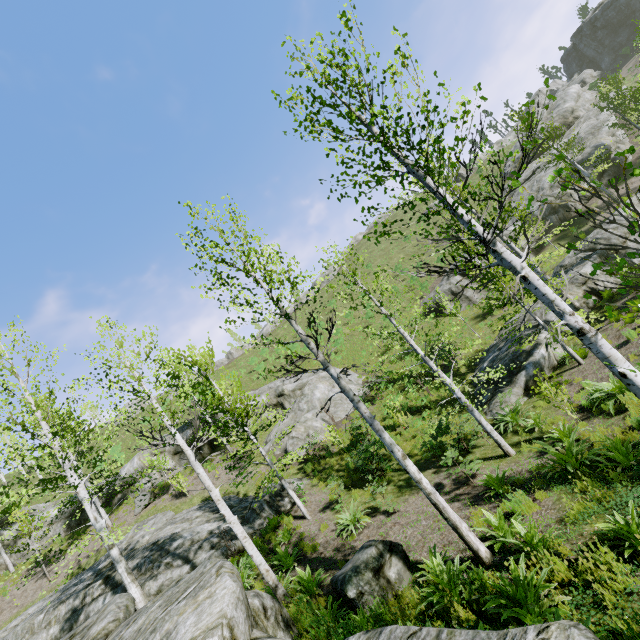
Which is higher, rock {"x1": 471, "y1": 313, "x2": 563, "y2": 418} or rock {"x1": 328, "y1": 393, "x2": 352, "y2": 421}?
rock {"x1": 328, "y1": 393, "x2": 352, "y2": 421}

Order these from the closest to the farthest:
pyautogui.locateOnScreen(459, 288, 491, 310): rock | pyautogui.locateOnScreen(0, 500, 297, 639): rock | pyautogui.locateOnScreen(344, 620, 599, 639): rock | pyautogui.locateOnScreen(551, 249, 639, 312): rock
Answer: pyautogui.locateOnScreen(344, 620, 599, 639): rock, pyautogui.locateOnScreen(0, 500, 297, 639): rock, pyautogui.locateOnScreen(551, 249, 639, 312): rock, pyautogui.locateOnScreen(459, 288, 491, 310): rock

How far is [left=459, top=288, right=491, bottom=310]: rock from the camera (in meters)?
27.03

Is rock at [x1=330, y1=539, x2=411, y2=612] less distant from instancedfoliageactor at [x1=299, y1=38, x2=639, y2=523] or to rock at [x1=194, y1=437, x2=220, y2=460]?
instancedfoliageactor at [x1=299, y1=38, x2=639, y2=523]

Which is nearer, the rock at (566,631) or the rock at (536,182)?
the rock at (566,631)

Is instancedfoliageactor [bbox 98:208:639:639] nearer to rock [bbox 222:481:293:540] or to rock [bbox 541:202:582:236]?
rock [bbox 222:481:293:540]

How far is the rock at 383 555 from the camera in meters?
6.3 m

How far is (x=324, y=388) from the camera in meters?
23.7
